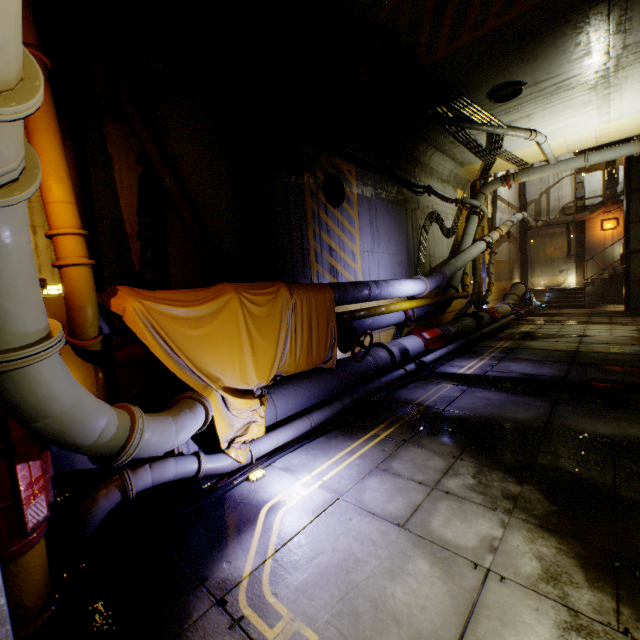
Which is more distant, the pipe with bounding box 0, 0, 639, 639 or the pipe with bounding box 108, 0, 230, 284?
the pipe with bounding box 108, 0, 230, 284

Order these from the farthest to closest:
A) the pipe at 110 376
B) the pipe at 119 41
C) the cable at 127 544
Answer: the pipe at 119 41 < the cable at 127 544 < the pipe at 110 376

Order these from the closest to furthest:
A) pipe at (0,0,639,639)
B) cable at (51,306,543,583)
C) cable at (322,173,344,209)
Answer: pipe at (0,0,639,639), cable at (51,306,543,583), cable at (322,173,344,209)

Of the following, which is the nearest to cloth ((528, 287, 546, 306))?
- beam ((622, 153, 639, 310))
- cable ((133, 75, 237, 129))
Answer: beam ((622, 153, 639, 310))

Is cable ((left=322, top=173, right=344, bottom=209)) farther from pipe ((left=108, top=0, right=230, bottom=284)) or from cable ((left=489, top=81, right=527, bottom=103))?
cable ((left=489, top=81, right=527, bottom=103))

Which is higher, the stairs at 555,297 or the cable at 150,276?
the cable at 150,276

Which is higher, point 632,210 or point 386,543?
point 632,210

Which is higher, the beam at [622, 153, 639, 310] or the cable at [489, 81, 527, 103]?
the cable at [489, 81, 527, 103]
